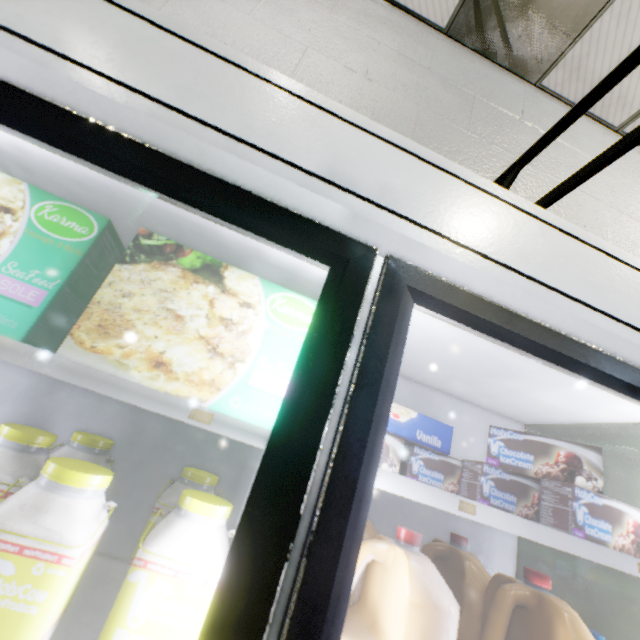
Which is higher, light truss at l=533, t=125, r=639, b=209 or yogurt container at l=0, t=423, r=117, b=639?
light truss at l=533, t=125, r=639, b=209

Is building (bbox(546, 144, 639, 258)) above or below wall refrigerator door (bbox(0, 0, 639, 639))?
above

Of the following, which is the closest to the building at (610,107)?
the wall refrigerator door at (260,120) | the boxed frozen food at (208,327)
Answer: the wall refrigerator door at (260,120)

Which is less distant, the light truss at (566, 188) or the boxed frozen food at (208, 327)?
the boxed frozen food at (208, 327)

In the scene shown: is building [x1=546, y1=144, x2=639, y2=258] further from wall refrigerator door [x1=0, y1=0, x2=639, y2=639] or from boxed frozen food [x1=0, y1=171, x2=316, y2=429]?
boxed frozen food [x1=0, y1=171, x2=316, y2=429]

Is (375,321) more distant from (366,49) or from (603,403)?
(366,49)

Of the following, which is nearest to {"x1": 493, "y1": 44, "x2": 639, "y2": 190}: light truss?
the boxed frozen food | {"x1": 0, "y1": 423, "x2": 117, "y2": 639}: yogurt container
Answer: the boxed frozen food

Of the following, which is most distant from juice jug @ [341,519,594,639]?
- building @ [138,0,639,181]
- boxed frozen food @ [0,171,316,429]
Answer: building @ [138,0,639,181]
